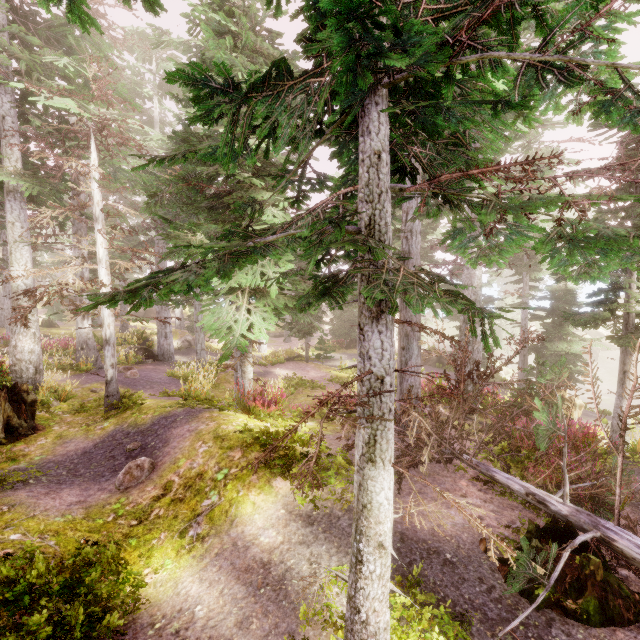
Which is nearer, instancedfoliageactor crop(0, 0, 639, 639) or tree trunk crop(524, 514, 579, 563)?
instancedfoliageactor crop(0, 0, 639, 639)

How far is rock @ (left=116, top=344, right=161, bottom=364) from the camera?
21.4 meters

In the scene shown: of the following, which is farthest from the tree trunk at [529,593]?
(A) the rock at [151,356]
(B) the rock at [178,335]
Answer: (B) the rock at [178,335]

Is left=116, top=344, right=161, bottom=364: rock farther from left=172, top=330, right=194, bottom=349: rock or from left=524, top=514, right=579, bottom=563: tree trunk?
left=524, top=514, right=579, bottom=563: tree trunk

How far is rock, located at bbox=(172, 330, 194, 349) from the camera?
30.5 meters

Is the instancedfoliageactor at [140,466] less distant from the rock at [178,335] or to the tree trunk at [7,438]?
the rock at [178,335]

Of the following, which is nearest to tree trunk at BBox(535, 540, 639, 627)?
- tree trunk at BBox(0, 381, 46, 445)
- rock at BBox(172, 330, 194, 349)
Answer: tree trunk at BBox(0, 381, 46, 445)

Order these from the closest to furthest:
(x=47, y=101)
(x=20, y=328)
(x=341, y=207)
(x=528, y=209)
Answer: (x=528, y=209), (x=341, y=207), (x=47, y=101), (x=20, y=328)
